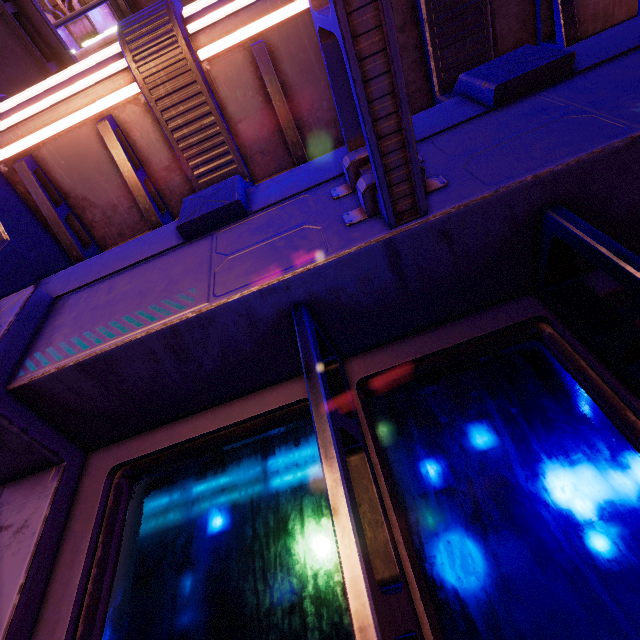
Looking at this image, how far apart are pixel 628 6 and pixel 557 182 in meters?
2.1 m

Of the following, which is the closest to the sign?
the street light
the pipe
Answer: the pipe

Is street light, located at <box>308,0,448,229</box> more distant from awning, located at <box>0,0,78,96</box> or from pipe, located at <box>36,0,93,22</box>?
pipe, located at <box>36,0,93,22</box>

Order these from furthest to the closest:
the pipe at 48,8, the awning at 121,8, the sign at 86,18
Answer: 1. the pipe at 48,8
2. the sign at 86,18
3. the awning at 121,8

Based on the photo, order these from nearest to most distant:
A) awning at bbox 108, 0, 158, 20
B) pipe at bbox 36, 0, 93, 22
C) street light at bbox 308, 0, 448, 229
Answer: street light at bbox 308, 0, 448, 229, awning at bbox 108, 0, 158, 20, pipe at bbox 36, 0, 93, 22

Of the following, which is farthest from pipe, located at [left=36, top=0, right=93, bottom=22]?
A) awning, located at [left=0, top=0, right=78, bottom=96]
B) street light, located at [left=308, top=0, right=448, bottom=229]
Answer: street light, located at [left=308, top=0, right=448, bottom=229]

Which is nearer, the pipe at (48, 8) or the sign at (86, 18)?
the sign at (86, 18)

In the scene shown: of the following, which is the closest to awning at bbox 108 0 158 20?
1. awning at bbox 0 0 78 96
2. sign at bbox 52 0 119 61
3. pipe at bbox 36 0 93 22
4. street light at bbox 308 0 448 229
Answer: awning at bbox 0 0 78 96
